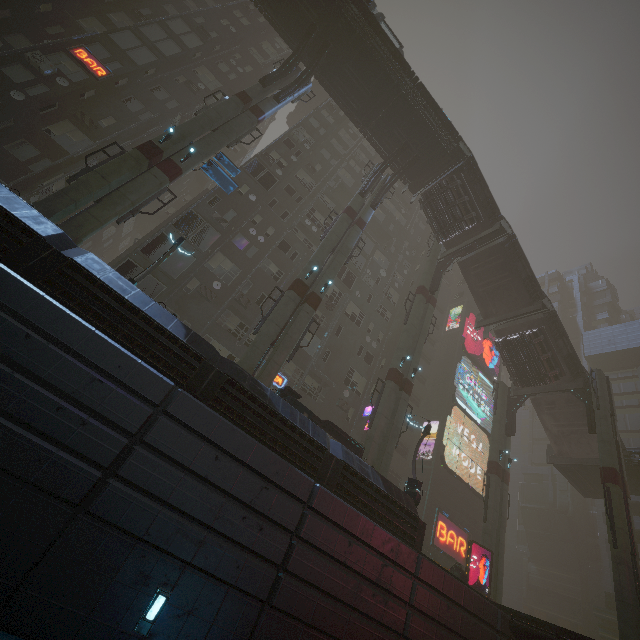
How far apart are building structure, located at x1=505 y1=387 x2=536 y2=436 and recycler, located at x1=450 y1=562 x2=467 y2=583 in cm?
1207

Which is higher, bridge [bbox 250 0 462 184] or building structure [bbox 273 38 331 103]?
bridge [bbox 250 0 462 184]

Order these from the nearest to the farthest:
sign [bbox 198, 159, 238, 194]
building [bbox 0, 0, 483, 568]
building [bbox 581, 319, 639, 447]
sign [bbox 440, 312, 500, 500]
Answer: building [bbox 0, 0, 483, 568], sign [bbox 198, 159, 238, 194], sign [bbox 440, 312, 500, 500], building [bbox 581, 319, 639, 447]

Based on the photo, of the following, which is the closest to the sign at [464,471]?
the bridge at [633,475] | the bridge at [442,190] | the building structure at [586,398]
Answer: the bridge at [633,475]

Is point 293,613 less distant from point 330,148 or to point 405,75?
point 405,75

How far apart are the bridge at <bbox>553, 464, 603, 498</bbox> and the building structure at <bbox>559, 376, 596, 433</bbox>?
5.9 meters

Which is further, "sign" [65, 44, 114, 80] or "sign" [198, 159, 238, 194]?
"sign" [65, 44, 114, 80]

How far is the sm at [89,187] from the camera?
13.77m
